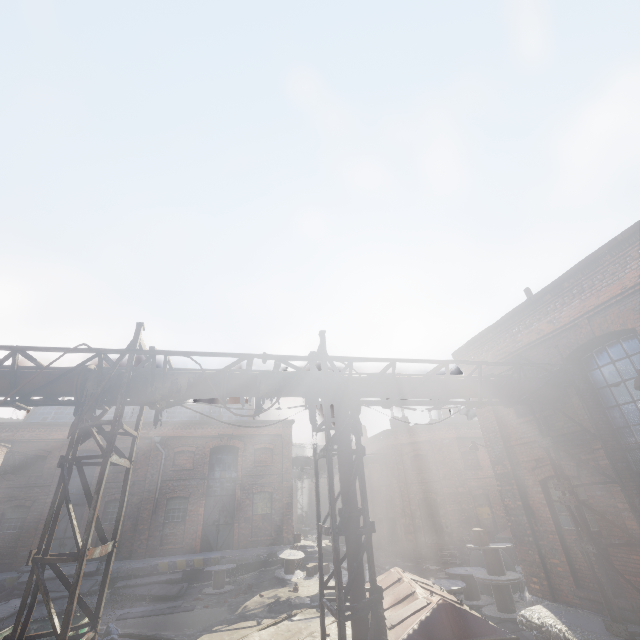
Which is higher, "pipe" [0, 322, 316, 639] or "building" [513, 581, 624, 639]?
"pipe" [0, 322, 316, 639]

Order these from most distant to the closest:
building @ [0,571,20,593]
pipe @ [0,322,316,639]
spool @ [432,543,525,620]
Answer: building @ [0,571,20,593] → spool @ [432,543,525,620] → pipe @ [0,322,316,639]

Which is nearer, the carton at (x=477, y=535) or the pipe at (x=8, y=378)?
the pipe at (x=8, y=378)

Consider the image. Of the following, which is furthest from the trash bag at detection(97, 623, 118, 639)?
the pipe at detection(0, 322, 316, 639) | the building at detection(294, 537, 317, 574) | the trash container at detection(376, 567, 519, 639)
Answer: the building at detection(294, 537, 317, 574)

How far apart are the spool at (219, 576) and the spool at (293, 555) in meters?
2.2

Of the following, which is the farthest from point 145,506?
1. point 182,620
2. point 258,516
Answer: point 182,620

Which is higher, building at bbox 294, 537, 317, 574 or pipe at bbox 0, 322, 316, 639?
pipe at bbox 0, 322, 316, 639

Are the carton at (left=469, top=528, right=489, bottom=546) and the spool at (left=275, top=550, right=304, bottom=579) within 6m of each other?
no
